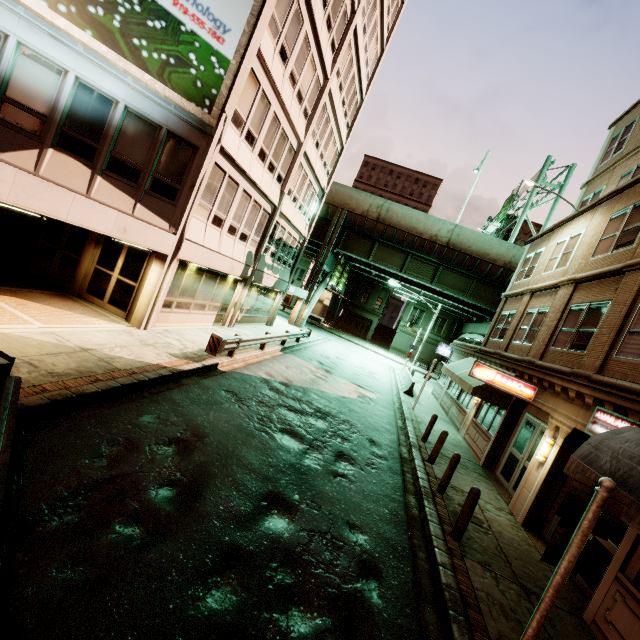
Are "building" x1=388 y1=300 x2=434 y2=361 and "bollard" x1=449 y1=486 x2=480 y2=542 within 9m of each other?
no

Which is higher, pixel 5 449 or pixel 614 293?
pixel 614 293

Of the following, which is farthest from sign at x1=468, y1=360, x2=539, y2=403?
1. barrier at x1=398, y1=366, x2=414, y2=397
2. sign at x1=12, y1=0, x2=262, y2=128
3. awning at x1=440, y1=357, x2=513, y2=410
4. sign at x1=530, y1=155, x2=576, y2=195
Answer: sign at x1=530, y1=155, x2=576, y2=195

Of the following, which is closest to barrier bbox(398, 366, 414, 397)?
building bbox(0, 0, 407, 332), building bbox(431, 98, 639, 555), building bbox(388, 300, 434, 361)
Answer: building bbox(431, 98, 639, 555)

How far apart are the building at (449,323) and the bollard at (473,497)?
44.7 meters

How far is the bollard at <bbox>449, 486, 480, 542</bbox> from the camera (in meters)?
7.08

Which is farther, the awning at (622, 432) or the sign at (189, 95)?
the sign at (189, 95)

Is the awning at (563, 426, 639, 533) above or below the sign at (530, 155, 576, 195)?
below
